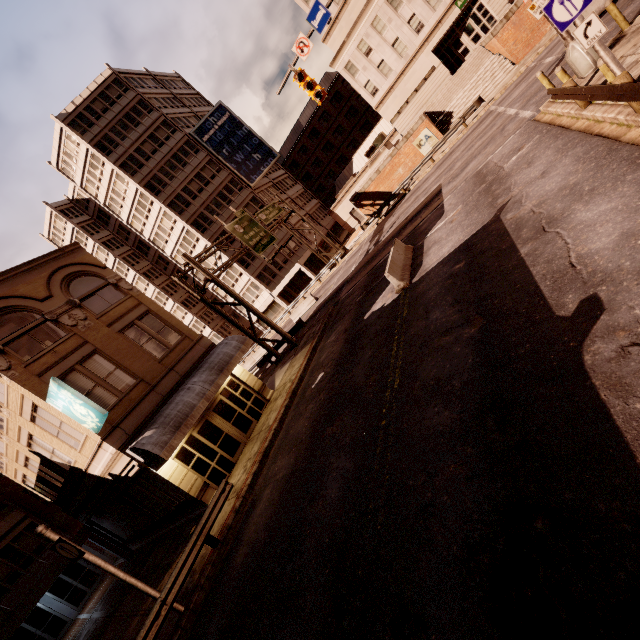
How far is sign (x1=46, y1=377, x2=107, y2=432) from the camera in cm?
1151

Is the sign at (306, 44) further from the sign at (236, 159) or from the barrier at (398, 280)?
the sign at (236, 159)

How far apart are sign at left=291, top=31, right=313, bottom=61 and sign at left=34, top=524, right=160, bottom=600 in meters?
19.0

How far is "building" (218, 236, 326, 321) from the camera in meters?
45.5 m

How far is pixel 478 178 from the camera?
14.93m

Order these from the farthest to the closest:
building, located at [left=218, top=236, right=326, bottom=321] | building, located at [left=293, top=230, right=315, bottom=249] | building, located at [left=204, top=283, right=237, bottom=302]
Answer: building, located at [left=204, top=283, right=237, bottom=302]
building, located at [left=293, top=230, right=315, bottom=249]
building, located at [left=218, top=236, right=326, bottom=321]

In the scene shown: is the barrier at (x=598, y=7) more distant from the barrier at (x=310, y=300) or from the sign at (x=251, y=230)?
the barrier at (x=310, y=300)
